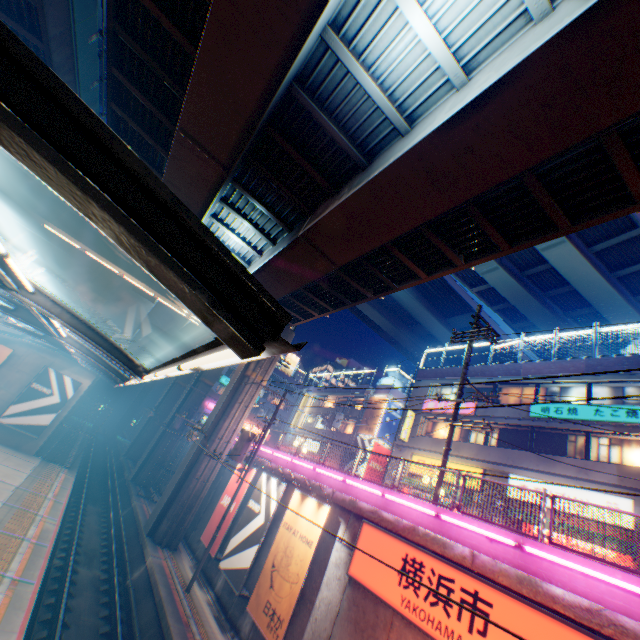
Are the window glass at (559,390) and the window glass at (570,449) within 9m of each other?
yes

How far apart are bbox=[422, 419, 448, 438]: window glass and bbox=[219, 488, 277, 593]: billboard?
14.1m

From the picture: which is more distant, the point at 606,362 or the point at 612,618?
the point at 606,362

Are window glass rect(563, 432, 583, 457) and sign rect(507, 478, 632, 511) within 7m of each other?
yes

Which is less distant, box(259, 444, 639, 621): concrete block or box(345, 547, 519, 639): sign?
box(259, 444, 639, 621): concrete block

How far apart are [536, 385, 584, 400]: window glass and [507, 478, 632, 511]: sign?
4.3 meters

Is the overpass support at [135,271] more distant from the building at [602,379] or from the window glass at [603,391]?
the window glass at [603,391]

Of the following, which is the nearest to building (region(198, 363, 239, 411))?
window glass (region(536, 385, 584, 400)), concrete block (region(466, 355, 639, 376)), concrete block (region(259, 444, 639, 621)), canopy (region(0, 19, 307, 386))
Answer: concrete block (region(259, 444, 639, 621))
